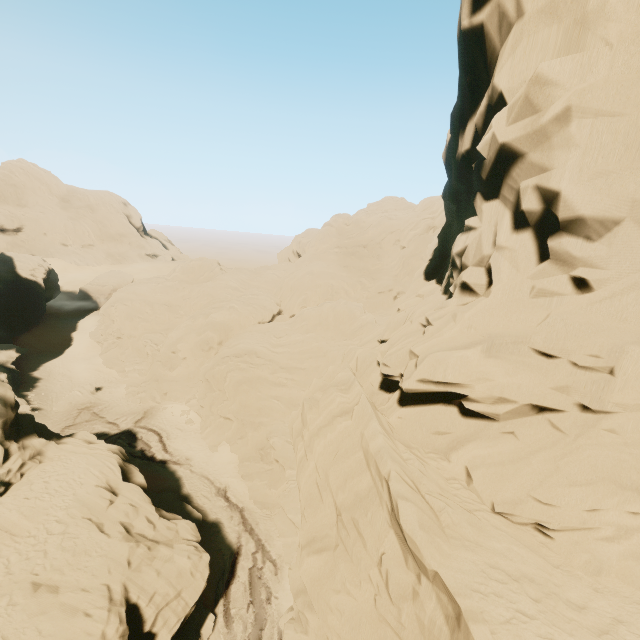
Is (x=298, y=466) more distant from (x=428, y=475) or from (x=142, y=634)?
(x=142, y=634)

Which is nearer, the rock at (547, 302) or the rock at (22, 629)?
the rock at (547, 302)

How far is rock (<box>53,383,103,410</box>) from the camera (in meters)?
37.50

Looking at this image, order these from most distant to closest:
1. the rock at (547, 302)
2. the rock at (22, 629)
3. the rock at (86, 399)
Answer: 1. the rock at (86, 399)
2. the rock at (22, 629)
3. the rock at (547, 302)

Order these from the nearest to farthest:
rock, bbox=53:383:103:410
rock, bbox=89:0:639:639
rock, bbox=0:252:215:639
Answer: rock, bbox=89:0:639:639 → rock, bbox=0:252:215:639 → rock, bbox=53:383:103:410

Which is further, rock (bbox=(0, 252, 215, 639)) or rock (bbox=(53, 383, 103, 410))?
rock (bbox=(53, 383, 103, 410))
